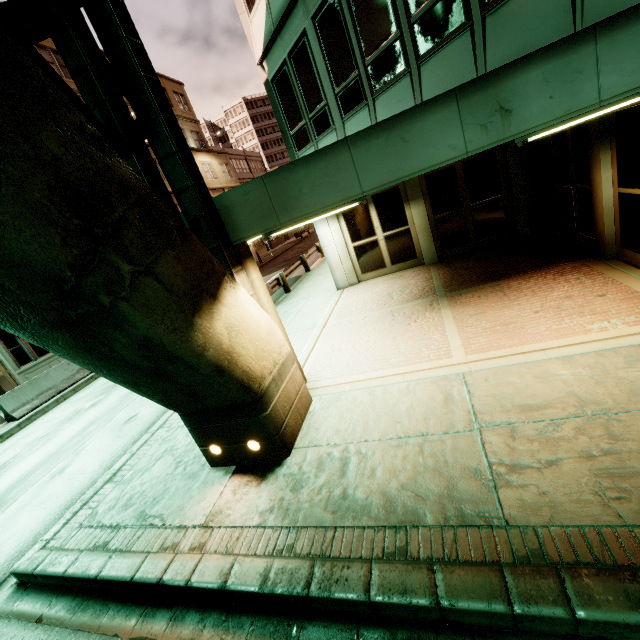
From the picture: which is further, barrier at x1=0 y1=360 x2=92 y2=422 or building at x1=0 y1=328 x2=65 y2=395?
building at x1=0 y1=328 x2=65 y2=395

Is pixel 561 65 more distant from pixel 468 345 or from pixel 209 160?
pixel 209 160

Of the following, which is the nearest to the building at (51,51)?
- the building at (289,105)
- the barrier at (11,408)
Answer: the barrier at (11,408)

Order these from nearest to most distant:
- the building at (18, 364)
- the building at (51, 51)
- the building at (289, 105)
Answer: the building at (289, 105) < the building at (18, 364) < the building at (51, 51)

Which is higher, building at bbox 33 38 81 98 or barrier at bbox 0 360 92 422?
building at bbox 33 38 81 98

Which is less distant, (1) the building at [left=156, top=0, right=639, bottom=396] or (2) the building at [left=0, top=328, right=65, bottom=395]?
(1) the building at [left=156, top=0, right=639, bottom=396]

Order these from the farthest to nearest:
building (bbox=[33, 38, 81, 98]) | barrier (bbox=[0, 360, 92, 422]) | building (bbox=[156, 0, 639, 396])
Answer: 1. building (bbox=[33, 38, 81, 98])
2. barrier (bbox=[0, 360, 92, 422])
3. building (bbox=[156, 0, 639, 396])

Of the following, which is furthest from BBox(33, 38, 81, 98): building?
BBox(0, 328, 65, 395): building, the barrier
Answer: the barrier
